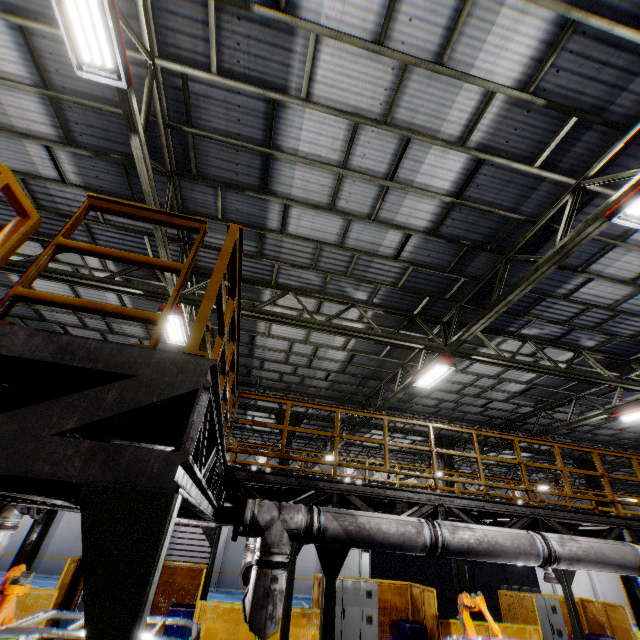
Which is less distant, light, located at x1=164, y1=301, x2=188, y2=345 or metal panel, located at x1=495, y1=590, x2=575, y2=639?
light, located at x1=164, y1=301, x2=188, y2=345

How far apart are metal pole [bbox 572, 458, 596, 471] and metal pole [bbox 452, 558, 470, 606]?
6.6 meters

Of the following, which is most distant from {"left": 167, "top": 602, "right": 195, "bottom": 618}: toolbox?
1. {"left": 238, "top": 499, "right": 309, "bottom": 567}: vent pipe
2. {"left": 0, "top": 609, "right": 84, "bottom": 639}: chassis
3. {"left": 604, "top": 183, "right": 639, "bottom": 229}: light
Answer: {"left": 604, "top": 183, "right": 639, "bottom": 229}: light

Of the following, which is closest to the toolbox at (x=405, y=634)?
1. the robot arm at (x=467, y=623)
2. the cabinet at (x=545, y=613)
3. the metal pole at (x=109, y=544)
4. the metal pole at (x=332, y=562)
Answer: the robot arm at (x=467, y=623)

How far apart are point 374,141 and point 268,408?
12.1m

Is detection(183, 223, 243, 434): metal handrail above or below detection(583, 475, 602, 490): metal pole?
below

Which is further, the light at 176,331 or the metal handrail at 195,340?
the light at 176,331

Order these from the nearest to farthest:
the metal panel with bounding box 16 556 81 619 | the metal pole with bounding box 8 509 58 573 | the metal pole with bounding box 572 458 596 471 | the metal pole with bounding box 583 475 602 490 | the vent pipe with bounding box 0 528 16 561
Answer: the vent pipe with bounding box 0 528 16 561 → the metal panel with bounding box 16 556 81 619 → the metal pole with bounding box 8 509 58 573 → the metal pole with bounding box 583 475 602 490 → the metal pole with bounding box 572 458 596 471
